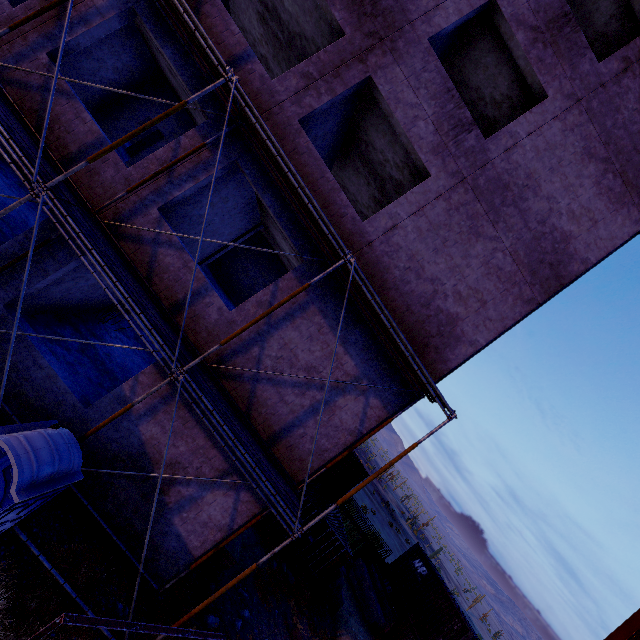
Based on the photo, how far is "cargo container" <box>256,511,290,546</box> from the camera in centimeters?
1489cm

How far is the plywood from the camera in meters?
9.8 m

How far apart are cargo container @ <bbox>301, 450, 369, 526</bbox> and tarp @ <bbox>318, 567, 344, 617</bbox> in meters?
4.1 m

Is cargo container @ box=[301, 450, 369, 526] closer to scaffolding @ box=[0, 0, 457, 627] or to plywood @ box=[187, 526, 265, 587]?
plywood @ box=[187, 526, 265, 587]

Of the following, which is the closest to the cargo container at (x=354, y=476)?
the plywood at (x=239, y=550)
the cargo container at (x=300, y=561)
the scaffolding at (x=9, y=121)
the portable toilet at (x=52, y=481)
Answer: the cargo container at (x=300, y=561)

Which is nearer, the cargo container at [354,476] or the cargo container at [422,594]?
the cargo container at [354,476]

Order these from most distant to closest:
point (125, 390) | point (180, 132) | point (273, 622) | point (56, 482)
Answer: point (180, 132)
point (273, 622)
point (125, 390)
point (56, 482)
